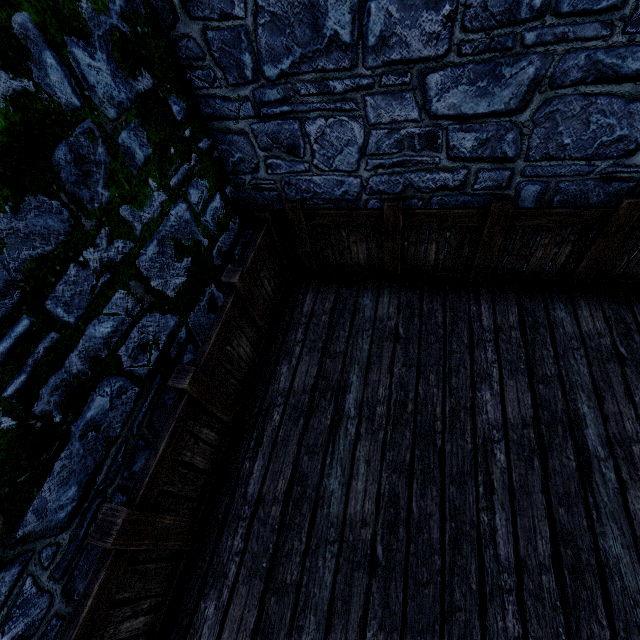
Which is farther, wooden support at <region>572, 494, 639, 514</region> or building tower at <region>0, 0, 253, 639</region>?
wooden support at <region>572, 494, 639, 514</region>

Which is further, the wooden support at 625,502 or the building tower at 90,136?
the wooden support at 625,502

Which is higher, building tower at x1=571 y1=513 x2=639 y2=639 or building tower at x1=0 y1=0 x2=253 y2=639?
building tower at x1=0 y1=0 x2=253 y2=639

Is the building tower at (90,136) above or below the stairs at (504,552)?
above

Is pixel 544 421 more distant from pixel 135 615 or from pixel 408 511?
pixel 135 615

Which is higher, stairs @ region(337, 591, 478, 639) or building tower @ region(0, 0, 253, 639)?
building tower @ region(0, 0, 253, 639)

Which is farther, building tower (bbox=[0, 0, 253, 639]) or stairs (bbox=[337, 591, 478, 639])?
stairs (bbox=[337, 591, 478, 639])

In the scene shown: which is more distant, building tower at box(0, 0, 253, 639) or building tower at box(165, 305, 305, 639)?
building tower at box(165, 305, 305, 639)
